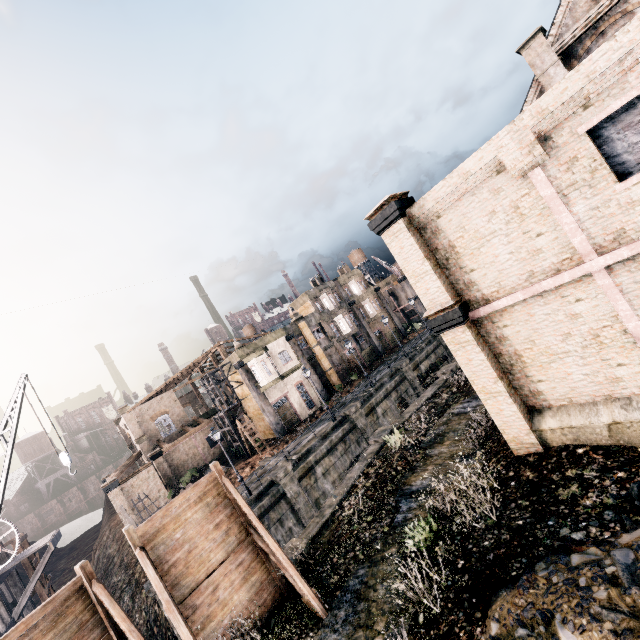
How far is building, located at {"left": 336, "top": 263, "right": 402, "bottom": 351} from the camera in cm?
5053

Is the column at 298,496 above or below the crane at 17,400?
below

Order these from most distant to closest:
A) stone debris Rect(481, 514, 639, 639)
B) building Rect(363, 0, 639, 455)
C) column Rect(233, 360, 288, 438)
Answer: column Rect(233, 360, 288, 438)
building Rect(363, 0, 639, 455)
stone debris Rect(481, 514, 639, 639)

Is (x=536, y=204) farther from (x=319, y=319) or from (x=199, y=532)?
(x=319, y=319)

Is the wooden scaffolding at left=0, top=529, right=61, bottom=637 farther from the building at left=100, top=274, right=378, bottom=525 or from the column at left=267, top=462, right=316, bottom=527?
the building at left=100, top=274, right=378, bottom=525

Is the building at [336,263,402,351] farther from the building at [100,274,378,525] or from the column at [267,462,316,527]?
the column at [267,462,316,527]

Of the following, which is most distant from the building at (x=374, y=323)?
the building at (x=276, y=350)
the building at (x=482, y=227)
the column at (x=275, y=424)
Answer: the building at (x=482, y=227)

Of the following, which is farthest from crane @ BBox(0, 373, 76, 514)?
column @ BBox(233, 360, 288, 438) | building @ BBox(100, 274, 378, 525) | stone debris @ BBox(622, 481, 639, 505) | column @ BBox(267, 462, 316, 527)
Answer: building @ BBox(100, 274, 378, 525)
